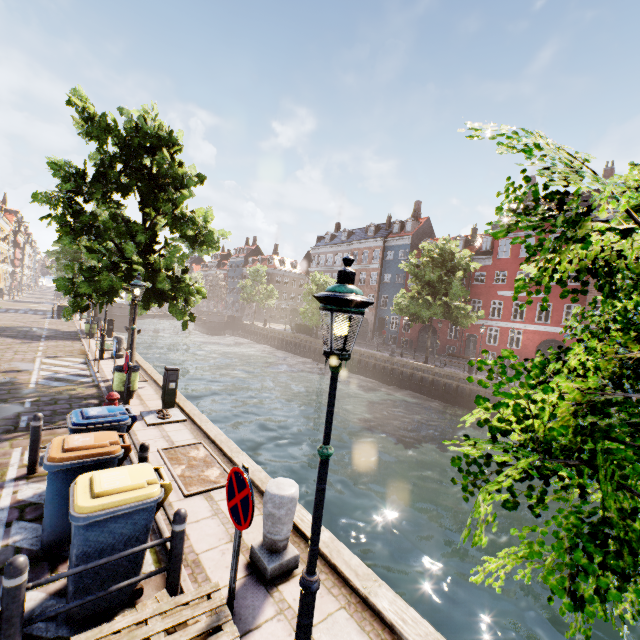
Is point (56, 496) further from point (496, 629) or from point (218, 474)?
point (496, 629)

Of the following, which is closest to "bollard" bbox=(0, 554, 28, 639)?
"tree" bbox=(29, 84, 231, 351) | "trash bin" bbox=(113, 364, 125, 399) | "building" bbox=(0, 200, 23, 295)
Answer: "tree" bbox=(29, 84, 231, 351)

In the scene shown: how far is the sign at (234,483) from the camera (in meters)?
2.85

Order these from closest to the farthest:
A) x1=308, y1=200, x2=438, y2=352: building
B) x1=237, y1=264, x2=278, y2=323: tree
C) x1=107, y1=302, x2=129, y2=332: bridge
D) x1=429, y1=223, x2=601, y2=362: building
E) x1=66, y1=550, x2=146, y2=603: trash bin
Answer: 1. x1=66, y1=550, x2=146, y2=603: trash bin
2. x1=429, y1=223, x2=601, y2=362: building
3. x1=308, y1=200, x2=438, y2=352: building
4. x1=107, y1=302, x2=129, y2=332: bridge
5. x1=237, y1=264, x2=278, y2=323: tree

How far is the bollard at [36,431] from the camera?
5.88m

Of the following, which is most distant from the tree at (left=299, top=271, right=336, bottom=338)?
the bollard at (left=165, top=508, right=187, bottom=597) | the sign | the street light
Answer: the bollard at (left=165, top=508, right=187, bottom=597)

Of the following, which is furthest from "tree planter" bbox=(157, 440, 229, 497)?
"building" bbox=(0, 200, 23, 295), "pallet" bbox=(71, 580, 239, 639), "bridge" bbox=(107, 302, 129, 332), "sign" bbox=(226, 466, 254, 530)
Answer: "bridge" bbox=(107, 302, 129, 332)

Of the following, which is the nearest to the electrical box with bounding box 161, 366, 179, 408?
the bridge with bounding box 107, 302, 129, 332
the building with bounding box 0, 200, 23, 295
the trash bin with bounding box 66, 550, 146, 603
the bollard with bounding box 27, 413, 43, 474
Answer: the bollard with bounding box 27, 413, 43, 474
